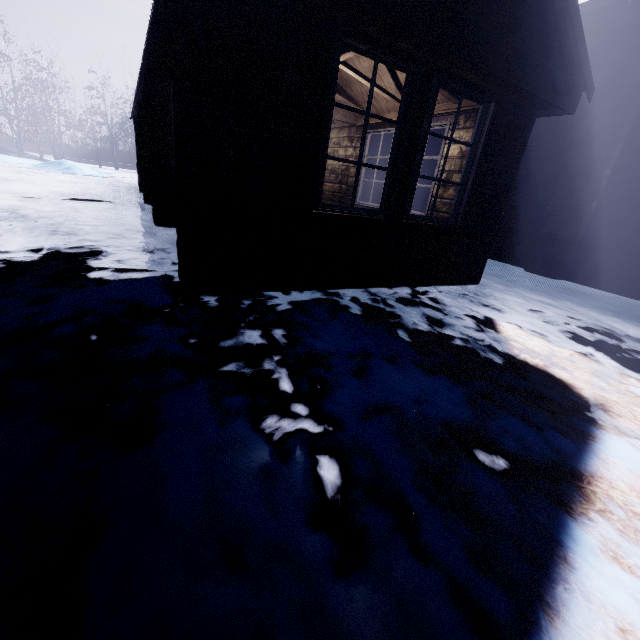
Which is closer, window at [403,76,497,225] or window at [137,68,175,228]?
window at [403,76,497,225]

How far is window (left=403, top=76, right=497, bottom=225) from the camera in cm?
310

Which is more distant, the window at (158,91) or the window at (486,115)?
the window at (158,91)

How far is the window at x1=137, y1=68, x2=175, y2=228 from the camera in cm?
461

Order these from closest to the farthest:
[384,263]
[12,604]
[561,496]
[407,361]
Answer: [12,604] < [561,496] < [407,361] < [384,263]

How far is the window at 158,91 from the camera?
4.6 meters
